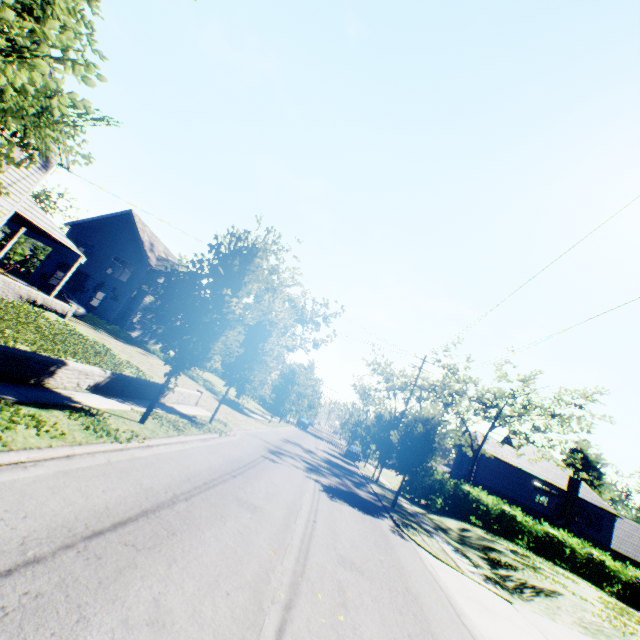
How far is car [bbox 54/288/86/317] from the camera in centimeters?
2617cm

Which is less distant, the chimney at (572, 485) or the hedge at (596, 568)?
the hedge at (596, 568)

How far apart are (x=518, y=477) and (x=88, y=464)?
44.6m

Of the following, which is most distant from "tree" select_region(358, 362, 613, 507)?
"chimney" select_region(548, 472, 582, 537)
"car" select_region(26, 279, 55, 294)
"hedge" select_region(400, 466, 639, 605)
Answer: "car" select_region(26, 279, 55, 294)

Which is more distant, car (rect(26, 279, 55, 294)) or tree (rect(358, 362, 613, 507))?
car (rect(26, 279, 55, 294))

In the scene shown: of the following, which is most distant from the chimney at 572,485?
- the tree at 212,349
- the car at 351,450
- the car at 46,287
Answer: the car at 46,287

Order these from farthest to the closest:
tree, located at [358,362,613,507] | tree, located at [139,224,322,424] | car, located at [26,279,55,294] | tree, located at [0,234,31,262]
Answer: tree, located at [0,234,31,262]
car, located at [26,279,55,294]
tree, located at [358,362,613,507]
tree, located at [139,224,322,424]
